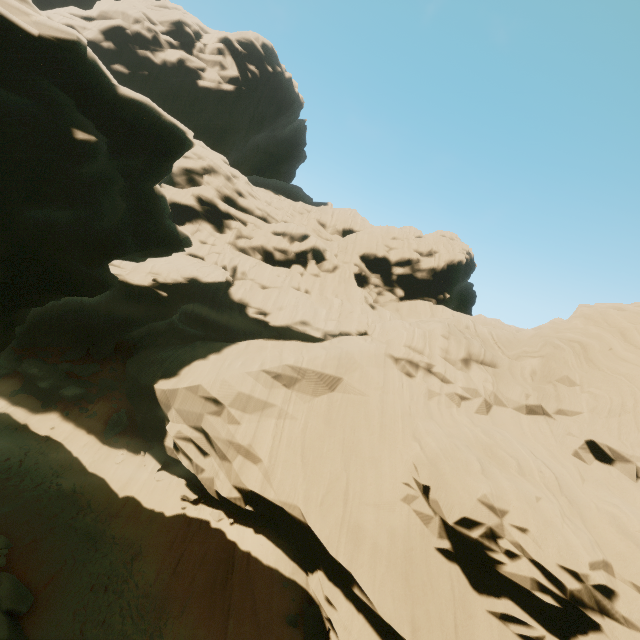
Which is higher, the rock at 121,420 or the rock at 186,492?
the rock at 121,420

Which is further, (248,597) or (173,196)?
(173,196)

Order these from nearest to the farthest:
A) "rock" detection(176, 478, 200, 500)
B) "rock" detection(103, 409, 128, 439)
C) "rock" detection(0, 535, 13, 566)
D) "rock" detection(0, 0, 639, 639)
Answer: "rock" detection(0, 0, 639, 639) → "rock" detection(0, 535, 13, 566) → "rock" detection(176, 478, 200, 500) → "rock" detection(103, 409, 128, 439)

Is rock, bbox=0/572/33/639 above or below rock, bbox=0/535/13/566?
below

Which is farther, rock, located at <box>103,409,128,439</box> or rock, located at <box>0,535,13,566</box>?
rock, located at <box>103,409,128,439</box>

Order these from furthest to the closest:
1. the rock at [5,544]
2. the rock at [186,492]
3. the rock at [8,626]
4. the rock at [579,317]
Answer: the rock at [186,492] < the rock at [5,544] < the rock at [8,626] < the rock at [579,317]
